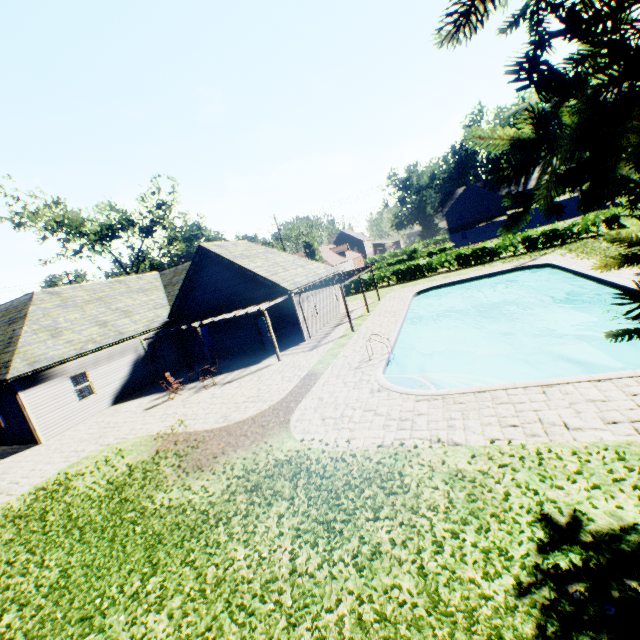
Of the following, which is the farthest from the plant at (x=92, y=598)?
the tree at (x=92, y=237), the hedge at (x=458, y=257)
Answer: the hedge at (x=458, y=257)

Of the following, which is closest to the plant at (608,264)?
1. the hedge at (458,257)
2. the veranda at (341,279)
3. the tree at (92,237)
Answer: the tree at (92,237)

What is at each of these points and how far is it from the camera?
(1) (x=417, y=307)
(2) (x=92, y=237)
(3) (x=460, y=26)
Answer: (1) swimming pool, 26.9 meters
(2) tree, 37.5 meters
(3) plant, 1.6 meters

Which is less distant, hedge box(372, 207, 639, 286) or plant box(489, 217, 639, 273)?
plant box(489, 217, 639, 273)

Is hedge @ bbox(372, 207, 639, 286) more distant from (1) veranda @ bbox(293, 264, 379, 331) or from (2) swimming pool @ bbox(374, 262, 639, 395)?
(1) veranda @ bbox(293, 264, 379, 331)

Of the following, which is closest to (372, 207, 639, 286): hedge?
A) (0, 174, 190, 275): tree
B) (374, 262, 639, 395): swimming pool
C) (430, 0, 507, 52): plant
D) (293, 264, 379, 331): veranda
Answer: (0, 174, 190, 275): tree

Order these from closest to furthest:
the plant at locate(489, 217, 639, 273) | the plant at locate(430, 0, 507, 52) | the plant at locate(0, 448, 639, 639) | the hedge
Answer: the plant at locate(430, 0, 507, 52), the plant at locate(489, 217, 639, 273), the plant at locate(0, 448, 639, 639), the hedge
